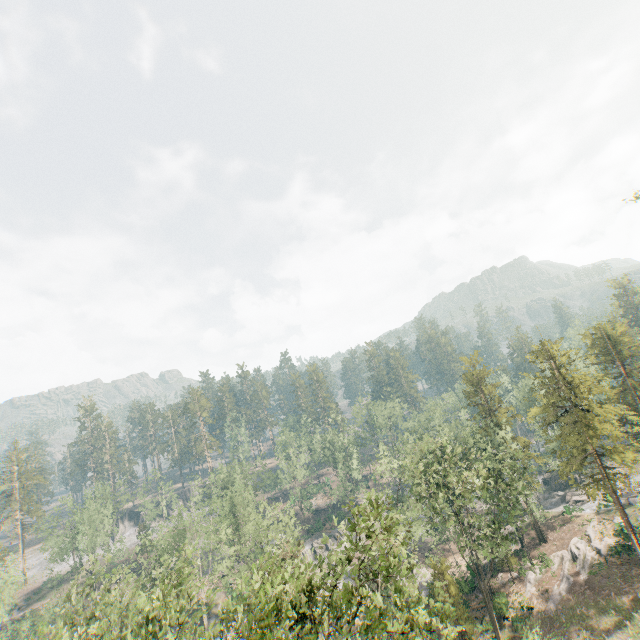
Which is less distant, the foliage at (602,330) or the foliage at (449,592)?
the foliage at (449,592)

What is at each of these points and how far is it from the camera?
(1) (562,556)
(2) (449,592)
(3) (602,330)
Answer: (1) foliage, 41.3 meters
(2) foliage, 33.1 meters
(3) foliage, 43.3 meters

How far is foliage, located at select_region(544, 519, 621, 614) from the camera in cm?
3603

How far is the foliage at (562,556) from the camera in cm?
3603

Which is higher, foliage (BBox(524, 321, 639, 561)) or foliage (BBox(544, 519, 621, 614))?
foliage (BBox(524, 321, 639, 561))

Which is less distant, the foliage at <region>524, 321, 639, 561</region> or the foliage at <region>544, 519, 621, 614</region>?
the foliage at <region>524, 321, 639, 561</region>
